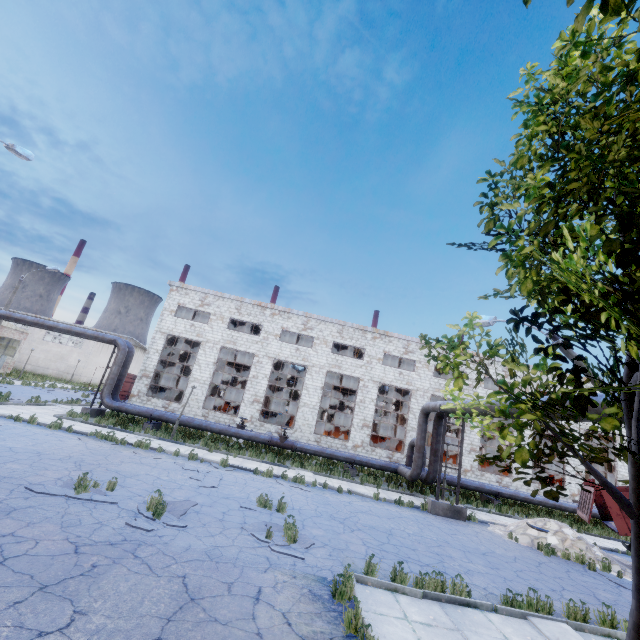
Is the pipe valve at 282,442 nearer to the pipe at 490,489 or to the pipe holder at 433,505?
the pipe at 490,489

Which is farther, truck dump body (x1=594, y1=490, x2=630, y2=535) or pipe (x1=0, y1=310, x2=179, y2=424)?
pipe (x1=0, y1=310, x2=179, y2=424)

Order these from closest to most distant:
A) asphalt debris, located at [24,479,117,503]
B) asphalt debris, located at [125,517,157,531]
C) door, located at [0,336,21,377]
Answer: asphalt debris, located at [125,517,157,531]
asphalt debris, located at [24,479,117,503]
door, located at [0,336,21,377]

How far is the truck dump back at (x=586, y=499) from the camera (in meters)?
13.22

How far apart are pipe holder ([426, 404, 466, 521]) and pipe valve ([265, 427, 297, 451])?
8.39m

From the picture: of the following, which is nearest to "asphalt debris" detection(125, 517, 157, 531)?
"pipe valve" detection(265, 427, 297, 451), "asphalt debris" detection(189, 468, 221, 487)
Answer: "asphalt debris" detection(189, 468, 221, 487)

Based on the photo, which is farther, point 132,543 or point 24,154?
point 24,154

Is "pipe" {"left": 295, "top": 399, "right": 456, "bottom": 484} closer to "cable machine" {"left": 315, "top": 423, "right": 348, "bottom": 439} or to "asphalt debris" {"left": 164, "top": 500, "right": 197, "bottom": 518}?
"cable machine" {"left": 315, "top": 423, "right": 348, "bottom": 439}
